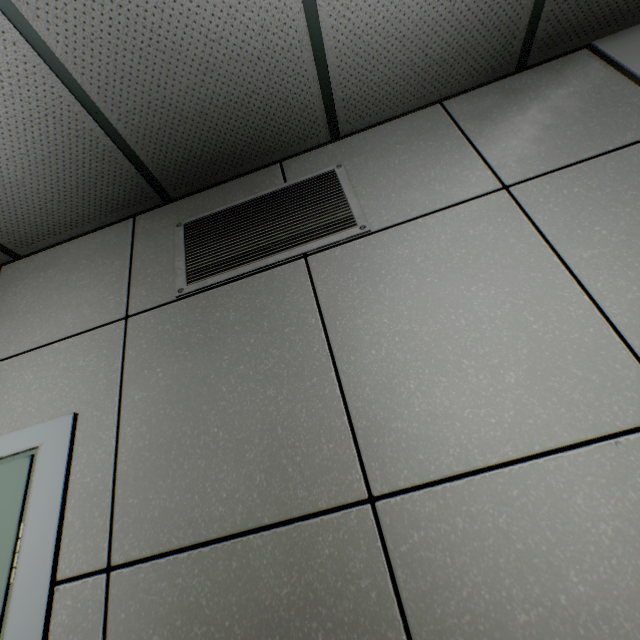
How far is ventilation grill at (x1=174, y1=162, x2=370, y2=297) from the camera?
1.5 meters

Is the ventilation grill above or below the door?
above

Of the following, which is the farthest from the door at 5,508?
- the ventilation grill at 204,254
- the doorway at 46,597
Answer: the ventilation grill at 204,254

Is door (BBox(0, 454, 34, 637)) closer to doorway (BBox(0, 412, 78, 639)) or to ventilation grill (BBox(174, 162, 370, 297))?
doorway (BBox(0, 412, 78, 639))

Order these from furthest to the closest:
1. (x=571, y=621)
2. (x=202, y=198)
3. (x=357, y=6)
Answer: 1. (x=202, y=198)
2. (x=357, y=6)
3. (x=571, y=621)

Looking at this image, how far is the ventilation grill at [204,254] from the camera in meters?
1.5

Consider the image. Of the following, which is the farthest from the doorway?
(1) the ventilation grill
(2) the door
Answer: (1) the ventilation grill
